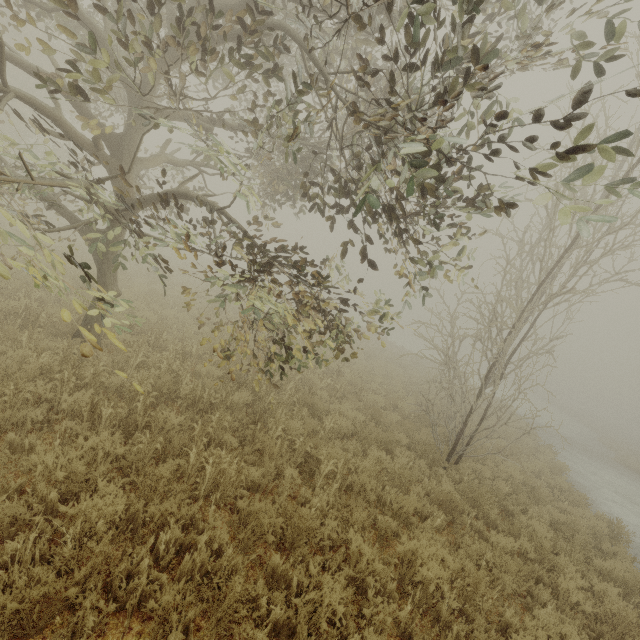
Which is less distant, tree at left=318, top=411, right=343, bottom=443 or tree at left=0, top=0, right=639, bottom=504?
tree at left=0, top=0, right=639, bottom=504

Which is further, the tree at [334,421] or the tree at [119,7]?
the tree at [334,421]

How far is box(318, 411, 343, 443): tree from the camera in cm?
757

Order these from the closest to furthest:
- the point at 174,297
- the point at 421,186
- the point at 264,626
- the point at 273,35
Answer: the point at 264,626 → the point at 421,186 → the point at 273,35 → the point at 174,297

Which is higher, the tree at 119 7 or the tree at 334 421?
the tree at 334 421

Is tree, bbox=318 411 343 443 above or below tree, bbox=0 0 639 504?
above
